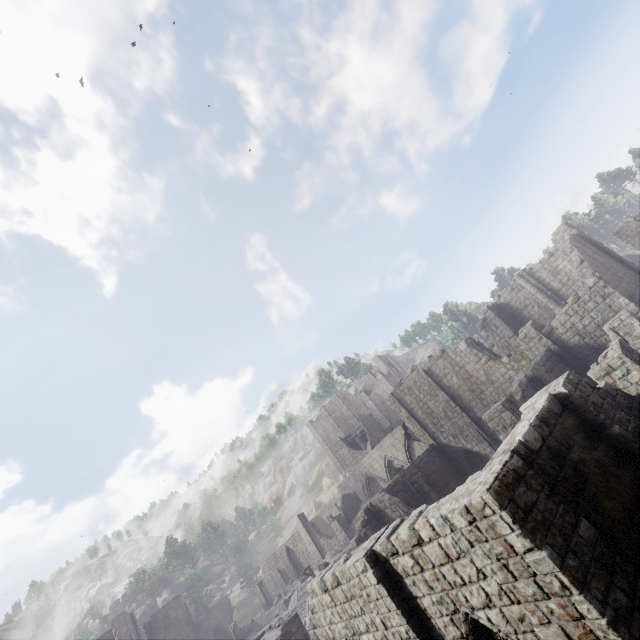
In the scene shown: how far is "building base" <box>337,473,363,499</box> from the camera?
56.34m

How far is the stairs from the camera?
32.72m

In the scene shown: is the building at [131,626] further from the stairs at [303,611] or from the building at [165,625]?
the stairs at [303,611]

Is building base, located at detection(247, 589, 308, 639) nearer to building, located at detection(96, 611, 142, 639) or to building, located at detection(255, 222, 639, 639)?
building, located at detection(255, 222, 639, 639)

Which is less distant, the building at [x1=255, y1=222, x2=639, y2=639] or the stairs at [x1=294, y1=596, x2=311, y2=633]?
the building at [x1=255, y1=222, x2=639, y2=639]

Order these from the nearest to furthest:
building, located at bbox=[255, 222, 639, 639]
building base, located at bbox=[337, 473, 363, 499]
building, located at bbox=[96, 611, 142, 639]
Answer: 1. building, located at bbox=[255, 222, 639, 639]
2. building, located at bbox=[96, 611, 142, 639]
3. building base, located at bbox=[337, 473, 363, 499]

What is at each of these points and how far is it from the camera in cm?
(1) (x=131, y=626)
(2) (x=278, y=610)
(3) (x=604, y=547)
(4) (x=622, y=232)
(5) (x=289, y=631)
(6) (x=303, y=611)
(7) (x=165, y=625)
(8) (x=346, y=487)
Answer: (1) building, 4203
(2) building base, 4075
(3) building, 536
(4) building, 2994
(5) stone arch, 1869
(6) stairs, 3534
(7) building, 4691
(8) building base, 5797

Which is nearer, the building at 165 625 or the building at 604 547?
the building at 604 547
